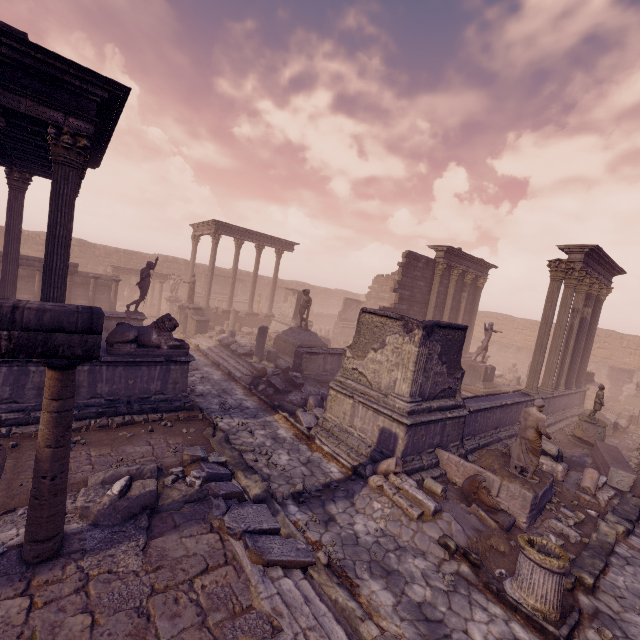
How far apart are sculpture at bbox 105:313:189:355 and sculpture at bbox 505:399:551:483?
8.76m

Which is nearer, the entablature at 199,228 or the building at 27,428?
the building at 27,428

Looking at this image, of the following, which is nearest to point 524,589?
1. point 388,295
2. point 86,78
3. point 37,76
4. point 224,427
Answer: point 224,427

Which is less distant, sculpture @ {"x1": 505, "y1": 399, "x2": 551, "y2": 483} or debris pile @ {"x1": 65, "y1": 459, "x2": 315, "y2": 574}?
debris pile @ {"x1": 65, "y1": 459, "x2": 315, "y2": 574}

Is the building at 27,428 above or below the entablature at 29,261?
below

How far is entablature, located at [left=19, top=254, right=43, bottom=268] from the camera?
16.0m

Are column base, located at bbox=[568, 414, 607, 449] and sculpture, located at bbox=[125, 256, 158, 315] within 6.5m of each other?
no

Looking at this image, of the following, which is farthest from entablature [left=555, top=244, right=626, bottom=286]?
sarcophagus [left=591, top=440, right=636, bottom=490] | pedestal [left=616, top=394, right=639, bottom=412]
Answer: pedestal [left=616, top=394, right=639, bottom=412]
